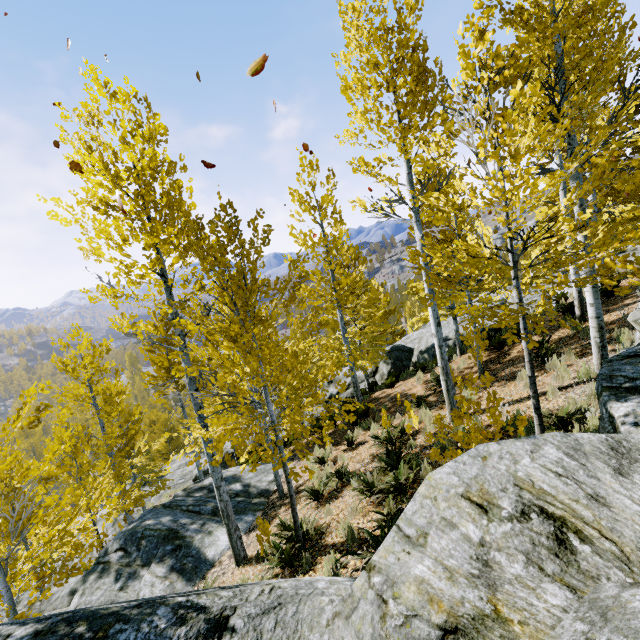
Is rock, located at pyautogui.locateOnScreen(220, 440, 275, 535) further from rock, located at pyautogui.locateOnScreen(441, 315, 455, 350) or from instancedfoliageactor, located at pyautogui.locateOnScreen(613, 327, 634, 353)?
instancedfoliageactor, located at pyautogui.locateOnScreen(613, 327, 634, 353)

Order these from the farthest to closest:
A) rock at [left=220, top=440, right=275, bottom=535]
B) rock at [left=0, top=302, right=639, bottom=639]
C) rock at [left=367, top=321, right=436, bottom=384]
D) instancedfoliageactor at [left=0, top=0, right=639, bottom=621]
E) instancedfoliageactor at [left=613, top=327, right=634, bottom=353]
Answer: rock at [left=367, top=321, right=436, bottom=384], rock at [left=220, top=440, right=275, bottom=535], instancedfoliageactor at [left=613, top=327, right=634, bottom=353], instancedfoliageactor at [left=0, top=0, right=639, bottom=621], rock at [left=0, top=302, right=639, bottom=639]

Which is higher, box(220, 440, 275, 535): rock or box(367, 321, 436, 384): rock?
box(367, 321, 436, 384): rock

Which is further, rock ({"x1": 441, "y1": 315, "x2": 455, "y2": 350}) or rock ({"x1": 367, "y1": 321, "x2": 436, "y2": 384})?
rock ({"x1": 367, "y1": 321, "x2": 436, "y2": 384})

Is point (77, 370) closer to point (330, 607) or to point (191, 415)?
point (191, 415)

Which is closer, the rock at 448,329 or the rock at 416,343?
the rock at 448,329

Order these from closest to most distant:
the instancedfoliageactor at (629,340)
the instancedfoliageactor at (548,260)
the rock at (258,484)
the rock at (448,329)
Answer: the instancedfoliageactor at (548,260) → the instancedfoliageactor at (629,340) → the rock at (258,484) → the rock at (448,329)

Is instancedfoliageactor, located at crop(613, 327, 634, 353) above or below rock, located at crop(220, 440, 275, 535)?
above
